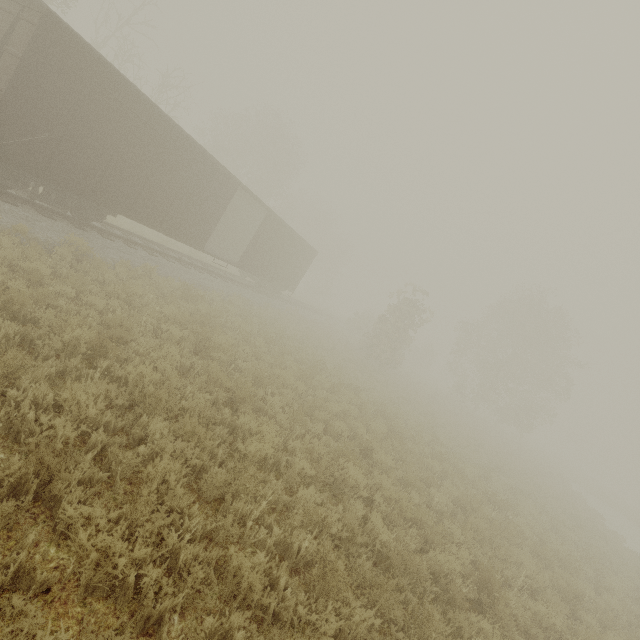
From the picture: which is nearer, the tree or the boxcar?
the boxcar

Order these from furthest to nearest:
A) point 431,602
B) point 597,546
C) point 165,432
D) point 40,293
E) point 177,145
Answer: point 597,546 → point 177,145 → point 40,293 → point 165,432 → point 431,602

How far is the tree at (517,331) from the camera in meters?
30.1 m

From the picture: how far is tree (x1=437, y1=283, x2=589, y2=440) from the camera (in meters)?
30.09

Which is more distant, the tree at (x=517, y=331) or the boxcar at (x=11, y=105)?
the tree at (x=517, y=331)
